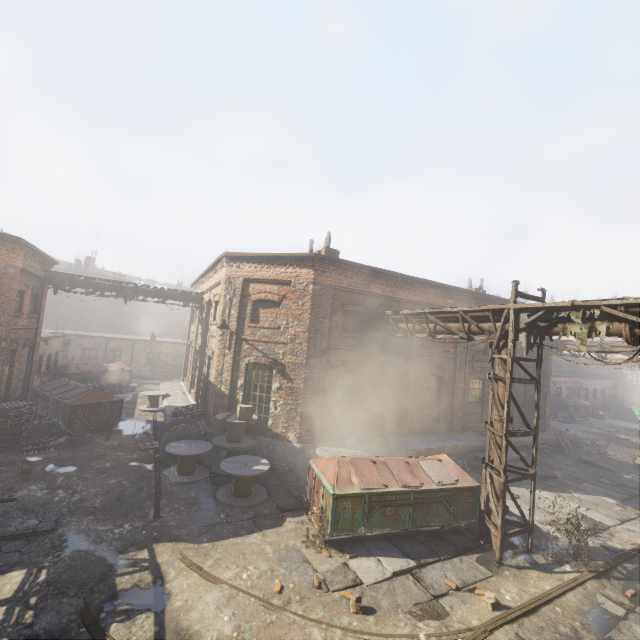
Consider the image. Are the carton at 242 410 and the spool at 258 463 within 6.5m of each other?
yes

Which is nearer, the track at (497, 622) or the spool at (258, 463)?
the track at (497, 622)

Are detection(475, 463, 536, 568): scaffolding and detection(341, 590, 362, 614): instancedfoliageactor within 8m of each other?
yes

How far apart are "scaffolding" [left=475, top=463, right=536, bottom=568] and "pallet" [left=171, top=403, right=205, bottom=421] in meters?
11.4

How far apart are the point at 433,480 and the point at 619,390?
43.6 meters

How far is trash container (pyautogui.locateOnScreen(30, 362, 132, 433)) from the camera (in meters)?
13.98

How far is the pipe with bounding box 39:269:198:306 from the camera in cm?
1659

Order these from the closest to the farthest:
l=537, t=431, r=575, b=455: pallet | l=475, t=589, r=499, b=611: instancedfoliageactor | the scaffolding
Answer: l=475, t=589, r=499, b=611: instancedfoliageactor, the scaffolding, l=537, t=431, r=575, b=455: pallet
